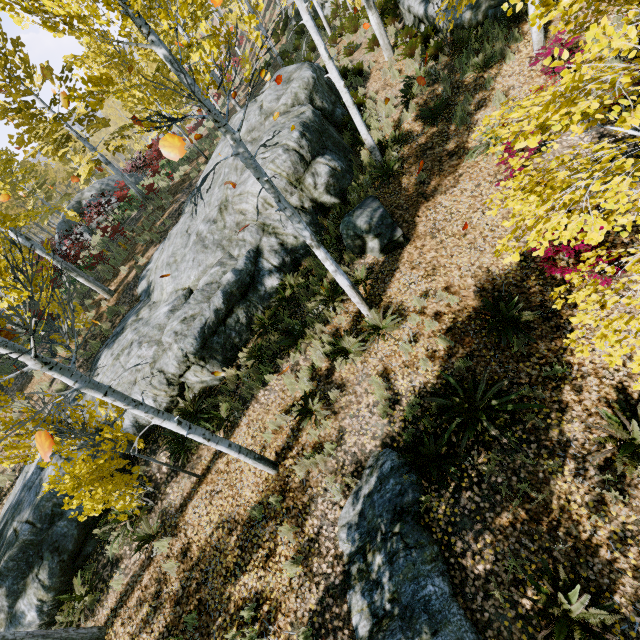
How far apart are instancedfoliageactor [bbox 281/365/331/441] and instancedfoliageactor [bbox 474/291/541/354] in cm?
351

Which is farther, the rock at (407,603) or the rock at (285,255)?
the rock at (285,255)

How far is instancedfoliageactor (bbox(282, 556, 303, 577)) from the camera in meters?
5.3

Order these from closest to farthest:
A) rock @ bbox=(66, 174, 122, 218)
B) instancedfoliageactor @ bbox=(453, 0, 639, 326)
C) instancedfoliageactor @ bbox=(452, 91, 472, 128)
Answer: instancedfoliageactor @ bbox=(453, 0, 639, 326)
instancedfoliageactor @ bbox=(452, 91, 472, 128)
rock @ bbox=(66, 174, 122, 218)

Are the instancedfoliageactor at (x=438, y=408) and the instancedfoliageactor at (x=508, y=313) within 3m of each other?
yes

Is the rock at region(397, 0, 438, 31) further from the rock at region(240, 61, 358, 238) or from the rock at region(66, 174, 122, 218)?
the rock at region(66, 174, 122, 218)

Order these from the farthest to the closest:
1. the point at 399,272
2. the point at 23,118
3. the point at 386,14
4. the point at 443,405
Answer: the point at 23,118
the point at 386,14
the point at 399,272
the point at 443,405

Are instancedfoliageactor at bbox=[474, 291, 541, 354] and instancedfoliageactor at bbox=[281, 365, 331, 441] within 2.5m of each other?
no
